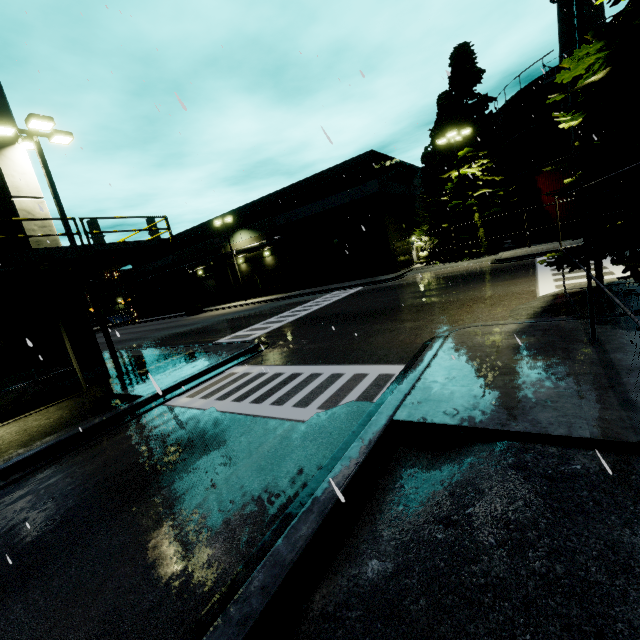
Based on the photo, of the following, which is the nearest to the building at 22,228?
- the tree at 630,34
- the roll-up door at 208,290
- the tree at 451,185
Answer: the roll-up door at 208,290

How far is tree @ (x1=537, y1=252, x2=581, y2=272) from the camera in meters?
8.4 m

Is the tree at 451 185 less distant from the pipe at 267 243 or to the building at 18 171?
the building at 18 171

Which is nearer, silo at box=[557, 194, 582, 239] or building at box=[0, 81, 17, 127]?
building at box=[0, 81, 17, 127]

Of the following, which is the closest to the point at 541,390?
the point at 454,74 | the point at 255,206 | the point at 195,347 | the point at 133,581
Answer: the point at 133,581

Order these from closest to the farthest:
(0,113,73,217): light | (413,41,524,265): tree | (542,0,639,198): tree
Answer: (542,0,639,198): tree
(0,113,73,217): light
(413,41,524,265): tree

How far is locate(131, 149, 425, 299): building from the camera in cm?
2969

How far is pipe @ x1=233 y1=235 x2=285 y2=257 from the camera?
35.16m
